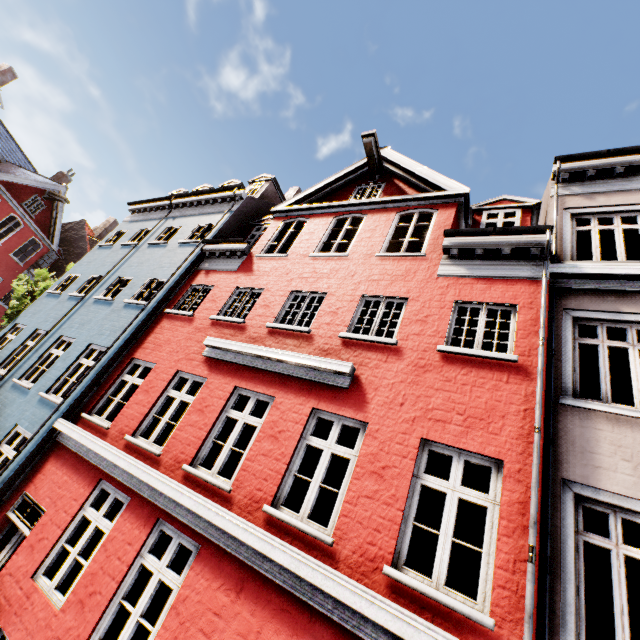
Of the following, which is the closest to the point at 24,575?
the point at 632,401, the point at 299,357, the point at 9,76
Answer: the point at 299,357

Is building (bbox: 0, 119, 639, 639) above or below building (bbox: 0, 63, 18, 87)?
below

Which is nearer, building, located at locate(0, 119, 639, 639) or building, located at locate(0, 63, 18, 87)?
building, located at locate(0, 119, 639, 639)

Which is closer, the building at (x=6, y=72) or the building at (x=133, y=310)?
the building at (x=133, y=310)

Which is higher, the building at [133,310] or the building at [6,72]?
the building at [6,72]
